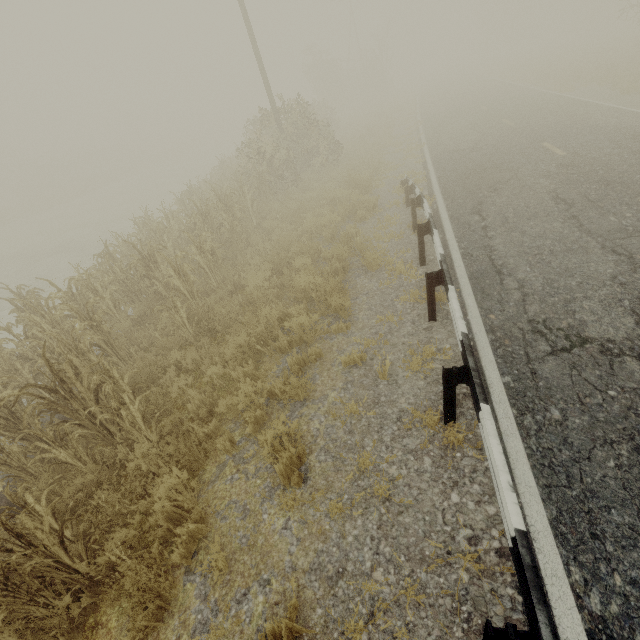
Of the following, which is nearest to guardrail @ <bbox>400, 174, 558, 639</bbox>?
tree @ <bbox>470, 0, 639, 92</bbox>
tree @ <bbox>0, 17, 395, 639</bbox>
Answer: tree @ <bbox>0, 17, 395, 639</bbox>

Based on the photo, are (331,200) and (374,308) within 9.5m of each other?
yes

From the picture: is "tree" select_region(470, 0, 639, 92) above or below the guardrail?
above

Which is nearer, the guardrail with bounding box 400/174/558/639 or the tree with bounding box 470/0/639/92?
the guardrail with bounding box 400/174/558/639

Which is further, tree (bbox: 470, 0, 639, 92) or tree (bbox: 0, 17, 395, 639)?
tree (bbox: 470, 0, 639, 92)

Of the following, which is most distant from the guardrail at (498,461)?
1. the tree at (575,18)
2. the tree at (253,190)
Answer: the tree at (575,18)

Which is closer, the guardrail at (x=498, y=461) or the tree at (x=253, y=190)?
the guardrail at (x=498, y=461)

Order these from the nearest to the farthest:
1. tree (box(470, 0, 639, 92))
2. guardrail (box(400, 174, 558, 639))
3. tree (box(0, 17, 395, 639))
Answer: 1. guardrail (box(400, 174, 558, 639))
2. tree (box(0, 17, 395, 639))
3. tree (box(470, 0, 639, 92))
